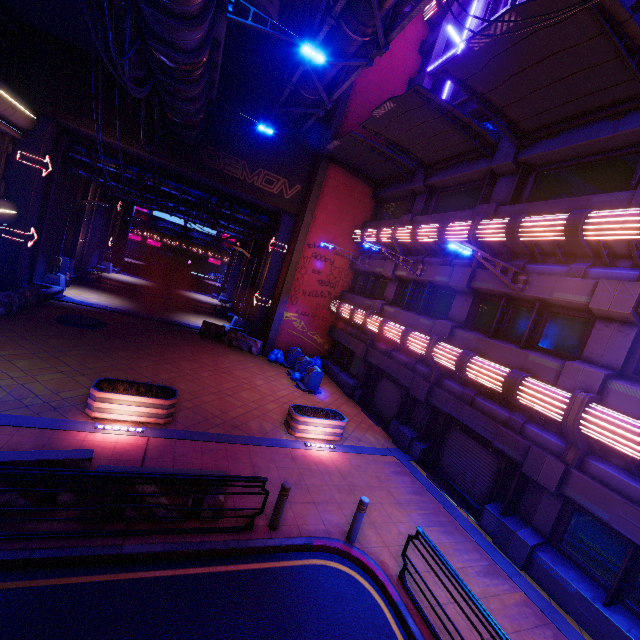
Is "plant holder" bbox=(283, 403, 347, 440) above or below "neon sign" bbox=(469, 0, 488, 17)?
below

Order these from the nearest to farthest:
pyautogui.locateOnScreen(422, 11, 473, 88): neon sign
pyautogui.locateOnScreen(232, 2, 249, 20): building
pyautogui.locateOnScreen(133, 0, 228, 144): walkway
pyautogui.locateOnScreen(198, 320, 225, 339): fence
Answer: pyautogui.locateOnScreen(133, 0, 228, 144): walkway, pyautogui.locateOnScreen(422, 11, 473, 88): neon sign, pyautogui.locateOnScreen(232, 2, 249, 20): building, pyautogui.locateOnScreen(198, 320, 225, 339): fence

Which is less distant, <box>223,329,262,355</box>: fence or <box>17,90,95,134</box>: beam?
<box>17,90,95,134</box>: beam

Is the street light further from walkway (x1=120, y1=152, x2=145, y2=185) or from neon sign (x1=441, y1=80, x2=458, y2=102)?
neon sign (x1=441, y1=80, x2=458, y2=102)

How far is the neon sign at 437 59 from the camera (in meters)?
15.28

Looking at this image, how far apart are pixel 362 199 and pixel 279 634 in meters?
20.2

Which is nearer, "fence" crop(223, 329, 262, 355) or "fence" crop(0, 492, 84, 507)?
"fence" crop(0, 492, 84, 507)

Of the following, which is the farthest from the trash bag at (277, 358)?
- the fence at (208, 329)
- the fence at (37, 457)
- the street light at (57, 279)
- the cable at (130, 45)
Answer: the street light at (57, 279)
